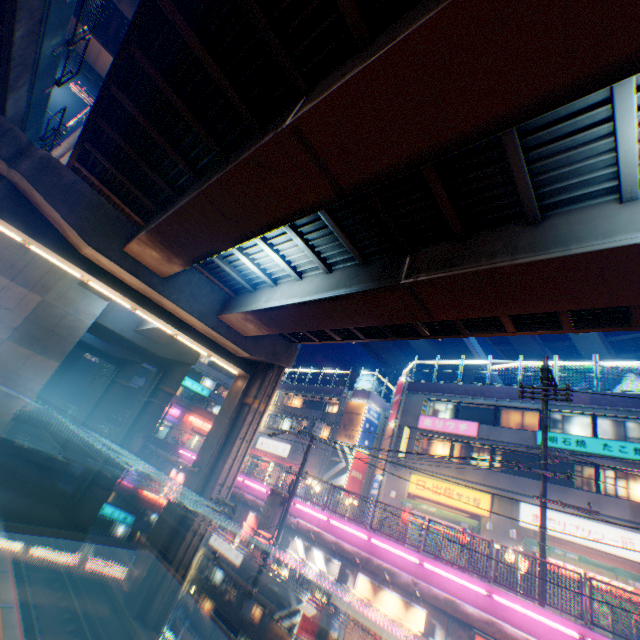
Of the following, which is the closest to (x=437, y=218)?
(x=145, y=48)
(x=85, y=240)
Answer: (x=145, y=48)

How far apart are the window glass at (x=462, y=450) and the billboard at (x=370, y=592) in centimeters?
1407cm

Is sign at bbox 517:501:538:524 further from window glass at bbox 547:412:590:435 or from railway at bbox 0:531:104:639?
railway at bbox 0:531:104:639

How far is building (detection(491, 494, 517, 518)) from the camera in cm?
1958

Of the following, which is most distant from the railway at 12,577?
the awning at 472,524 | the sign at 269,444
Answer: the sign at 269,444

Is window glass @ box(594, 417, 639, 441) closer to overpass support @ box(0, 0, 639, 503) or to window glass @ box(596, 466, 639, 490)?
window glass @ box(596, 466, 639, 490)

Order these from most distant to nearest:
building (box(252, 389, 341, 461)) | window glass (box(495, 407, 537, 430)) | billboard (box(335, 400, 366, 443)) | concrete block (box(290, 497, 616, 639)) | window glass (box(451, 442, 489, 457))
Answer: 1. building (box(252, 389, 341, 461))
2. billboard (box(335, 400, 366, 443))
3. window glass (box(451, 442, 489, 457))
4. window glass (box(495, 407, 537, 430))
5. concrete block (box(290, 497, 616, 639))

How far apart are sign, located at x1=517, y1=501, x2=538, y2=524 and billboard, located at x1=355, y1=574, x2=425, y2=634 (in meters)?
12.40
